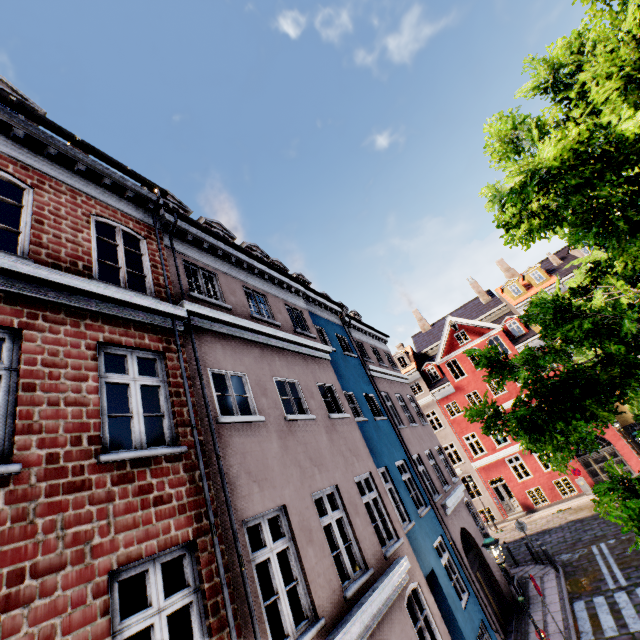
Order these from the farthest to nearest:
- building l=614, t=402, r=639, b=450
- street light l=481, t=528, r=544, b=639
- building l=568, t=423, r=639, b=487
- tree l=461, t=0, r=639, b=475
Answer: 1. building l=614, t=402, r=639, b=450
2. building l=568, t=423, r=639, b=487
3. street light l=481, t=528, r=544, b=639
4. tree l=461, t=0, r=639, b=475

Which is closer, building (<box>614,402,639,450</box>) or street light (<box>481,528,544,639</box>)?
street light (<box>481,528,544,639</box>)

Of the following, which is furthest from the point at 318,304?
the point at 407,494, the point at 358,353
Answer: the point at 407,494

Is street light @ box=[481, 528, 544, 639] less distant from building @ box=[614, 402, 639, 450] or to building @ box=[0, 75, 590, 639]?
building @ box=[0, 75, 590, 639]

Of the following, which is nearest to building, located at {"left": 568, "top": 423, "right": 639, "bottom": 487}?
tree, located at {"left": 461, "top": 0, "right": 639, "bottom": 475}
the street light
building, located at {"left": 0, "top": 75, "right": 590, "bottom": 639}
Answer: tree, located at {"left": 461, "top": 0, "right": 639, "bottom": 475}

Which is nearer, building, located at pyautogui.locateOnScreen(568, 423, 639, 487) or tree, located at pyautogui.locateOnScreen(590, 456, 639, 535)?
tree, located at pyautogui.locateOnScreen(590, 456, 639, 535)

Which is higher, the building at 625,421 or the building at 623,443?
the building at 625,421

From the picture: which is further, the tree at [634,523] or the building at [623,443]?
the building at [623,443]
